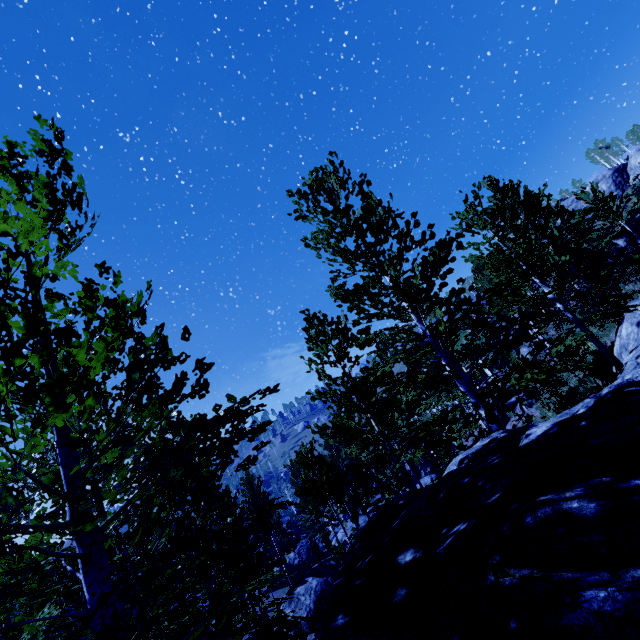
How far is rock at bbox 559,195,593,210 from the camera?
40.9m

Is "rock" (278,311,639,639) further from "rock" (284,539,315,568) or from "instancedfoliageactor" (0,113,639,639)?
"rock" (284,539,315,568)

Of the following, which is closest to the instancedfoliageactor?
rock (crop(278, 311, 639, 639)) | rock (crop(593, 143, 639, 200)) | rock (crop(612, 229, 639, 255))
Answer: rock (crop(278, 311, 639, 639))

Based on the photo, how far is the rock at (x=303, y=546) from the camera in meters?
34.1

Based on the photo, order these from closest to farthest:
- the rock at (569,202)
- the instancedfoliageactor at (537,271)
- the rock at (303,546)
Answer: the instancedfoliageactor at (537,271) → the rock at (303,546) → the rock at (569,202)

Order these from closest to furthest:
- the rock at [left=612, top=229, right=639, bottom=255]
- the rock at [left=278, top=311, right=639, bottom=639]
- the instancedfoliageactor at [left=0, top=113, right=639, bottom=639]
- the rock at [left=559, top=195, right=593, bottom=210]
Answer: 1. the rock at [left=278, top=311, right=639, bottom=639]
2. the instancedfoliageactor at [left=0, top=113, right=639, bottom=639]
3. the rock at [left=612, top=229, right=639, bottom=255]
4. the rock at [left=559, top=195, right=593, bottom=210]

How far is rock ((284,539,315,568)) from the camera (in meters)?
34.09

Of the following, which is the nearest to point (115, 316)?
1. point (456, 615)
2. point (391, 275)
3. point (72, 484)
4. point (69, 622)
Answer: point (72, 484)
